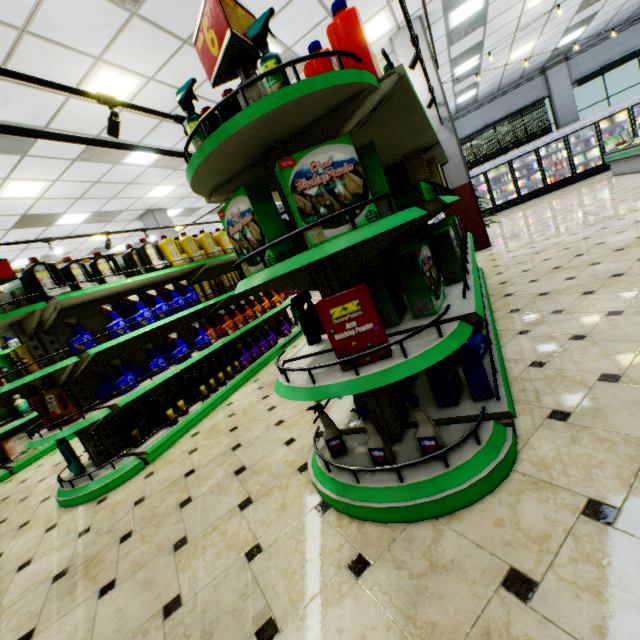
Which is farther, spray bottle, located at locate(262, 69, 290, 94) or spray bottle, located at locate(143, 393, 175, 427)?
spray bottle, located at locate(143, 393, 175, 427)

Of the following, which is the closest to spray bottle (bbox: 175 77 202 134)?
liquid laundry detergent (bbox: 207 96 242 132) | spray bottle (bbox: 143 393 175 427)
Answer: liquid laundry detergent (bbox: 207 96 242 132)

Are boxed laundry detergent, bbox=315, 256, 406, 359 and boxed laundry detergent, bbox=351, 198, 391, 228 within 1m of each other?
yes

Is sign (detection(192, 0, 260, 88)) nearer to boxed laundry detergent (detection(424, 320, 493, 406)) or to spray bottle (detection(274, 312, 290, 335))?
boxed laundry detergent (detection(424, 320, 493, 406))

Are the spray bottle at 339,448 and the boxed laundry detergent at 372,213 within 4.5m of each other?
yes

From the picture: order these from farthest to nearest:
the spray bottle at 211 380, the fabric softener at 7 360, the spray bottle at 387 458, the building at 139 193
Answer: the building at 139 193 → the spray bottle at 211 380 → the fabric softener at 7 360 → the spray bottle at 387 458

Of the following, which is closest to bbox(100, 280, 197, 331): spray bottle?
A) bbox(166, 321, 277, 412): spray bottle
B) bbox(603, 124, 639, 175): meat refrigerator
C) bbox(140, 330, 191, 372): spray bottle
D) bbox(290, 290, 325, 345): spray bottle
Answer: bbox(140, 330, 191, 372): spray bottle

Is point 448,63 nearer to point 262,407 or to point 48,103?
point 48,103
